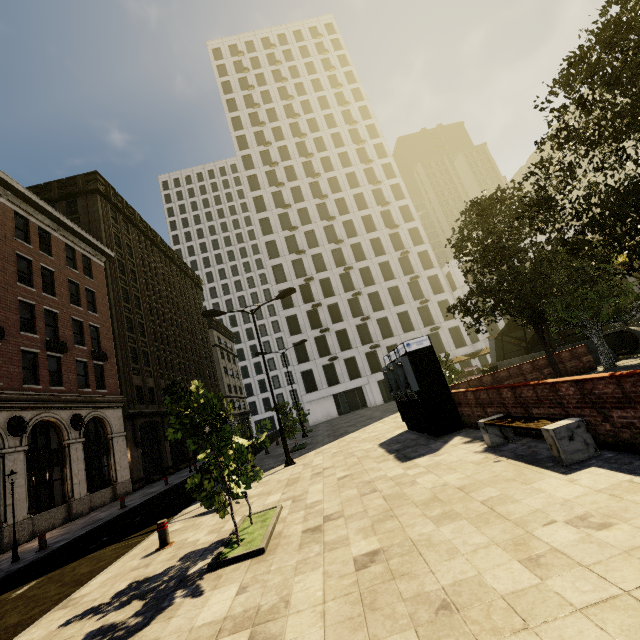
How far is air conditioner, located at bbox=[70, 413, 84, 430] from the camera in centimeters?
1927cm

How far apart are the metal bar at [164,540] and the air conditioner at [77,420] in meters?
15.8

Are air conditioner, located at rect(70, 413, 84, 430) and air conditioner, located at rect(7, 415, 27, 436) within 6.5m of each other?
yes

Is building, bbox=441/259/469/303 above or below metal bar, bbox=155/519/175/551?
above

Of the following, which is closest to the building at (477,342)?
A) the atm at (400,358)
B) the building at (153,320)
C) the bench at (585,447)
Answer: the building at (153,320)

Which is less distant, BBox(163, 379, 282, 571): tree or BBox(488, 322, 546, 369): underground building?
BBox(163, 379, 282, 571): tree

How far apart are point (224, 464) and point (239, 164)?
53.8 meters

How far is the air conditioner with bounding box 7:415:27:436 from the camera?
15.4 meters
